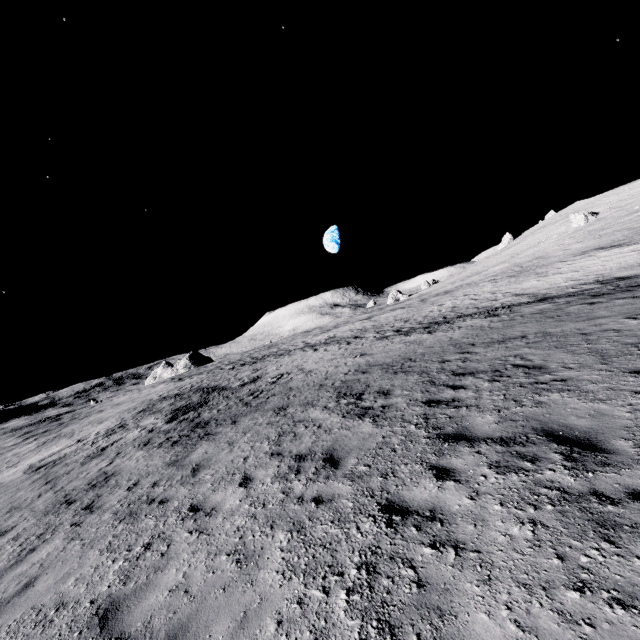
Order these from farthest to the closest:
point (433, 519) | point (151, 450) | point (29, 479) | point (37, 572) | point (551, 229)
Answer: point (551, 229), point (29, 479), point (151, 450), point (37, 572), point (433, 519)

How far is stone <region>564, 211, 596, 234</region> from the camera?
49.3m

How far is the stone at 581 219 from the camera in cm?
4934
